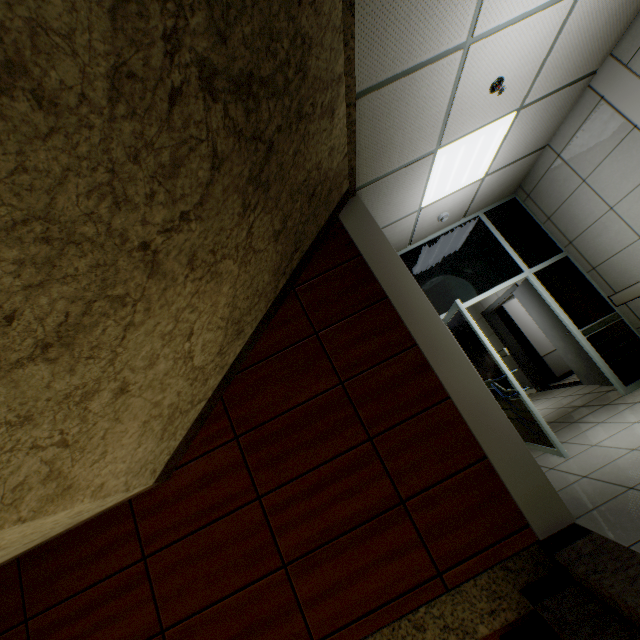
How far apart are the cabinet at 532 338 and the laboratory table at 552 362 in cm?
1

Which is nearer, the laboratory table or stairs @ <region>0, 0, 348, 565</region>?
stairs @ <region>0, 0, 348, 565</region>

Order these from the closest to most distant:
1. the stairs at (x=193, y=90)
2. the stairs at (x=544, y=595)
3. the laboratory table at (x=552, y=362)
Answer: the stairs at (x=193, y=90) < the stairs at (x=544, y=595) < the laboratory table at (x=552, y=362)

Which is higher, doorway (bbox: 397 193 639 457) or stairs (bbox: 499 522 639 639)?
doorway (bbox: 397 193 639 457)

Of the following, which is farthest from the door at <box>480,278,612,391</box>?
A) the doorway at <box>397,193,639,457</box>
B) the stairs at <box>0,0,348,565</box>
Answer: the stairs at <box>0,0,348,565</box>

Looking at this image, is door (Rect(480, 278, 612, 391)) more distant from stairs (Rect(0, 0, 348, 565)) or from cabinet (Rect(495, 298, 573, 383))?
stairs (Rect(0, 0, 348, 565))

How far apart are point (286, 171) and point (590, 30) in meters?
3.2

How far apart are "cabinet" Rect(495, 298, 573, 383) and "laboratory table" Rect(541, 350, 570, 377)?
0.0 meters
